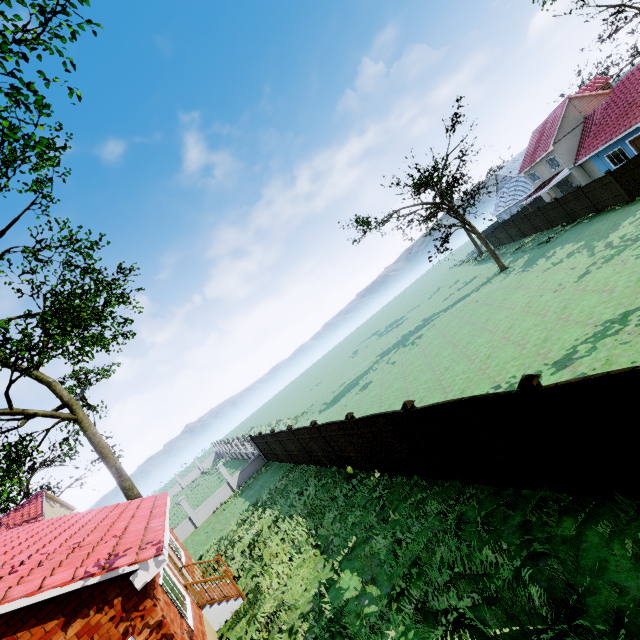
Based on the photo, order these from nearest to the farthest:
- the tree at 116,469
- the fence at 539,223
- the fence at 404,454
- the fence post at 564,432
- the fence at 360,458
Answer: the fence post at 564,432, the fence at 404,454, the fence at 360,458, the tree at 116,469, the fence at 539,223

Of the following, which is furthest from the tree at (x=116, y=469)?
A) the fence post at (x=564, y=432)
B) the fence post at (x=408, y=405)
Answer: the fence post at (x=408, y=405)

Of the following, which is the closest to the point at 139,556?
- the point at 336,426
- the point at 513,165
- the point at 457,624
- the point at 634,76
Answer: the point at 457,624

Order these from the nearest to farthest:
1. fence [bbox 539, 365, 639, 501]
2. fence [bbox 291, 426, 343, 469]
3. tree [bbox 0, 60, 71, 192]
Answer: fence [bbox 539, 365, 639, 501], tree [bbox 0, 60, 71, 192], fence [bbox 291, 426, 343, 469]

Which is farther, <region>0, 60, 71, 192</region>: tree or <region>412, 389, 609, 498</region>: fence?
<region>0, 60, 71, 192</region>: tree

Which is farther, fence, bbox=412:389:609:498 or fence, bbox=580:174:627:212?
fence, bbox=580:174:627:212

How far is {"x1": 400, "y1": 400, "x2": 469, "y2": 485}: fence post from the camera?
8.17m

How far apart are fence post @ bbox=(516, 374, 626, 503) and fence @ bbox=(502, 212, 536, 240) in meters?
38.0 m
